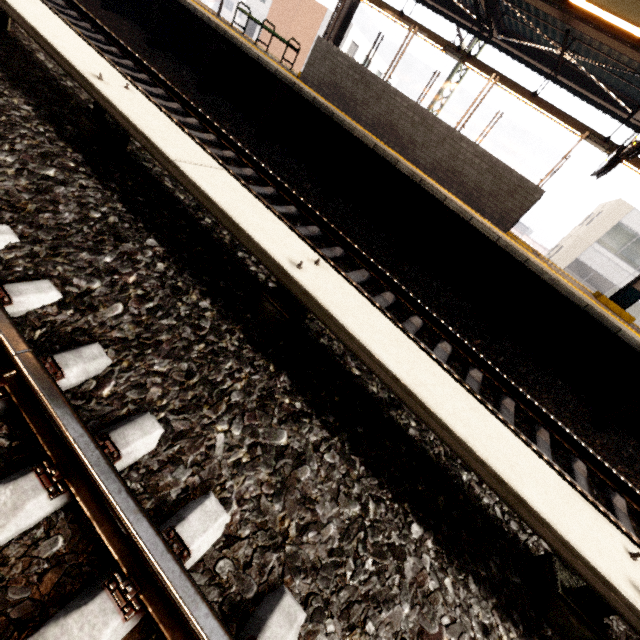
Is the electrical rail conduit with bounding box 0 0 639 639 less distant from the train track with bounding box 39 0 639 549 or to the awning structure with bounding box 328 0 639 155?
the train track with bounding box 39 0 639 549

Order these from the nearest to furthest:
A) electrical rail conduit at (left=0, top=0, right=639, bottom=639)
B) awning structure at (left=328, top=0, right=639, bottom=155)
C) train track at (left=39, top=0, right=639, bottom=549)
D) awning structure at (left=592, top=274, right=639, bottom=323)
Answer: electrical rail conduit at (left=0, top=0, right=639, bottom=639), train track at (left=39, top=0, right=639, bottom=549), awning structure at (left=328, top=0, right=639, bottom=155), awning structure at (left=592, top=274, right=639, bottom=323)

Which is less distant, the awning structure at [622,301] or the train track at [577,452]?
the train track at [577,452]

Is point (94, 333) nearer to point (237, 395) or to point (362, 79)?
point (237, 395)

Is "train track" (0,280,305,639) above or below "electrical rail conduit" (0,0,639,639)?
below

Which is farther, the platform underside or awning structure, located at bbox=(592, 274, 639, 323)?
awning structure, located at bbox=(592, 274, 639, 323)

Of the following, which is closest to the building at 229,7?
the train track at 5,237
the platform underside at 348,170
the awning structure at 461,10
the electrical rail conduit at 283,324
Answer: the awning structure at 461,10

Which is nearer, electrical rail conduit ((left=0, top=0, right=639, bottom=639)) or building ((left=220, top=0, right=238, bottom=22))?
electrical rail conduit ((left=0, top=0, right=639, bottom=639))
